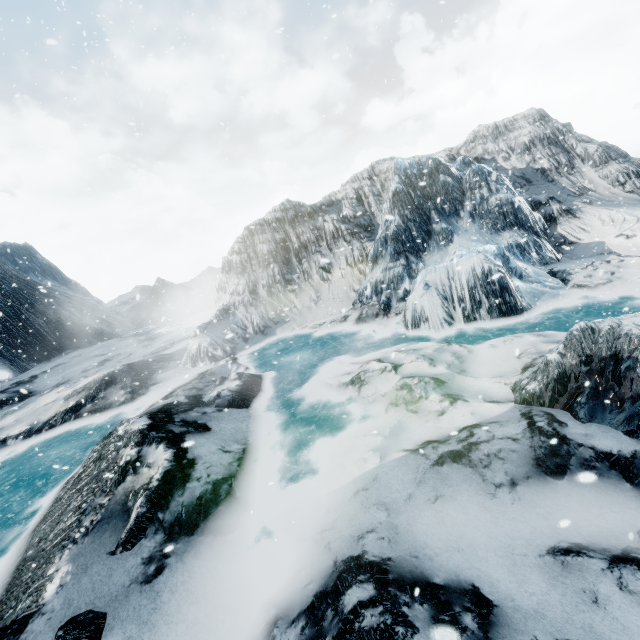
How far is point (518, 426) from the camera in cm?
396
